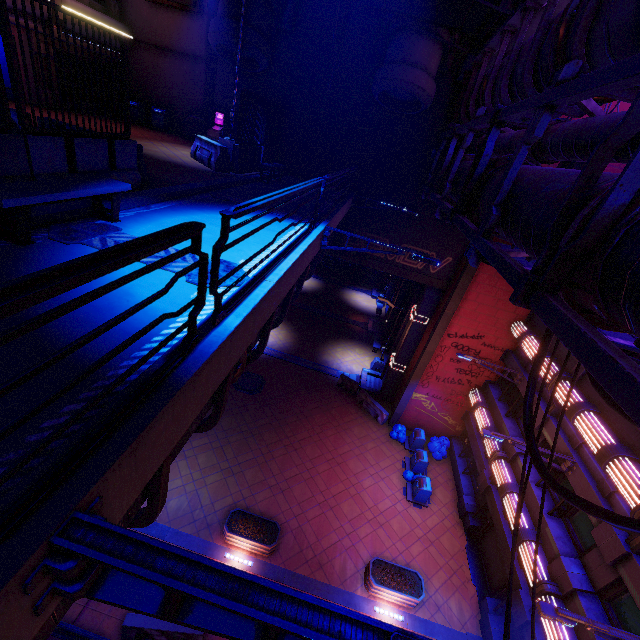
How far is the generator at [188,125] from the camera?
18.0 meters

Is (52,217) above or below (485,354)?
above

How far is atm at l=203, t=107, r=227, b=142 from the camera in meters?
16.0 m

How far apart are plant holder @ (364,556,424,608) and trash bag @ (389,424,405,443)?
7.1m

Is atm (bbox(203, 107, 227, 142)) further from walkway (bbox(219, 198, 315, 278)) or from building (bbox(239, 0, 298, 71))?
walkway (bbox(219, 198, 315, 278))

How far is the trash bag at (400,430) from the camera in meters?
19.8 m

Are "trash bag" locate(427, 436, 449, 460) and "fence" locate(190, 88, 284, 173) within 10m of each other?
no

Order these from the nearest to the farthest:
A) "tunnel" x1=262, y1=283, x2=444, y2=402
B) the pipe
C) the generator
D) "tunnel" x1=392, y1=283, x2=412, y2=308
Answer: the pipe < the generator < "tunnel" x1=262, y1=283, x2=444, y2=402 < "tunnel" x1=392, y1=283, x2=412, y2=308
